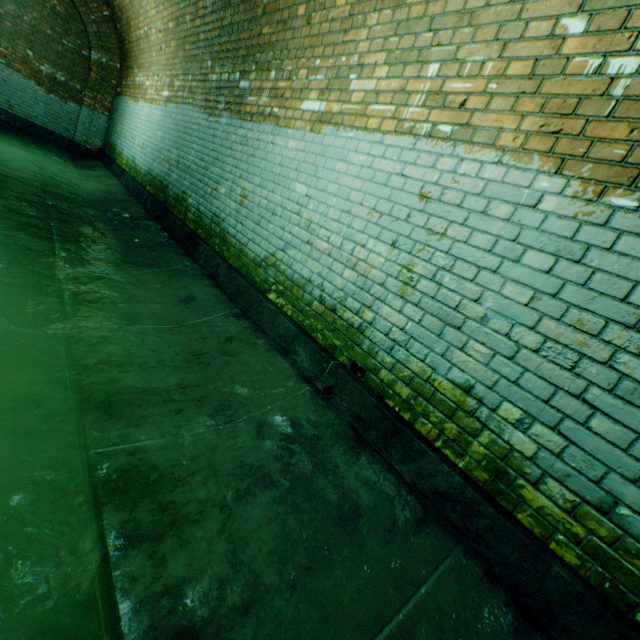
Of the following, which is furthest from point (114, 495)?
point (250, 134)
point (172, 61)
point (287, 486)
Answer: point (172, 61)
